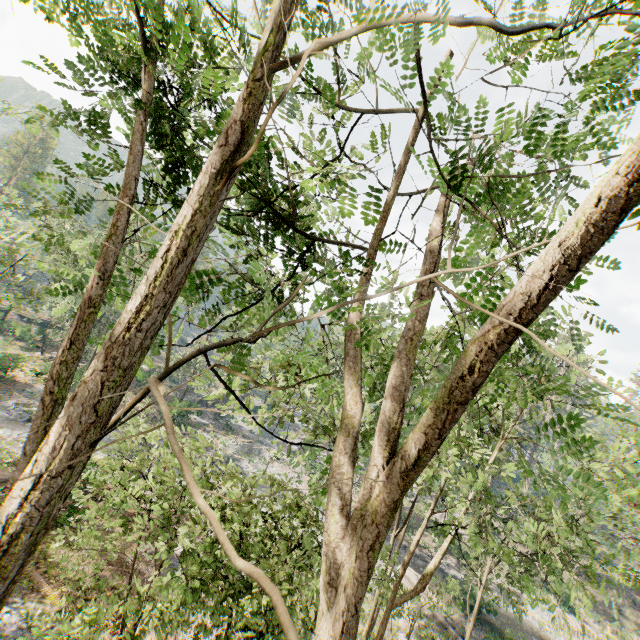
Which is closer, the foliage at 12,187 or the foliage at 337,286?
the foliage at 337,286

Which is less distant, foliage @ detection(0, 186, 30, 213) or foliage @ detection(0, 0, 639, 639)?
foliage @ detection(0, 0, 639, 639)

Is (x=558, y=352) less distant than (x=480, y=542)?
No
